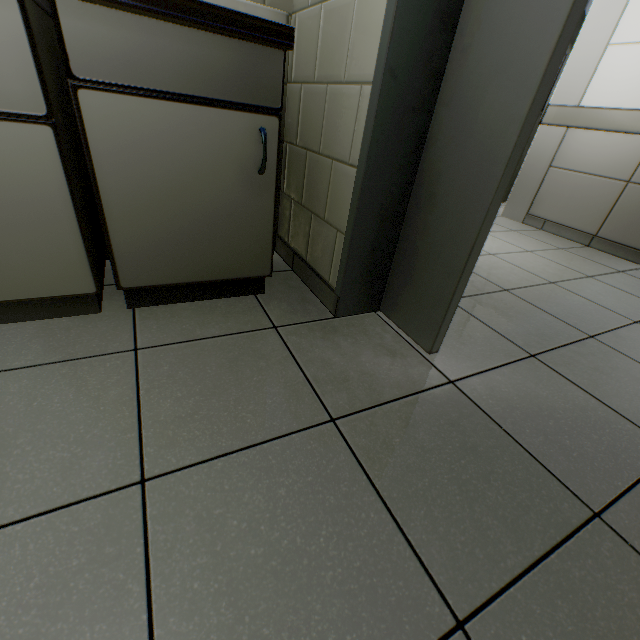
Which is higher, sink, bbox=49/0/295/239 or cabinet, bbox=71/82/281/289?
sink, bbox=49/0/295/239

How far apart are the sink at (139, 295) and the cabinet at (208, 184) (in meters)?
0.01

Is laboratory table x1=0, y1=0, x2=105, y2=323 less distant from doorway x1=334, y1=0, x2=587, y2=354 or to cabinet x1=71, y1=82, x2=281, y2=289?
cabinet x1=71, y1=82, x2=281, y2=289

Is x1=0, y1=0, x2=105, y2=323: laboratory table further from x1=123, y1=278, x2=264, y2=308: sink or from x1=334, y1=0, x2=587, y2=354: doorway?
x1=334, y1=0, x2=587, y2=354: doorway

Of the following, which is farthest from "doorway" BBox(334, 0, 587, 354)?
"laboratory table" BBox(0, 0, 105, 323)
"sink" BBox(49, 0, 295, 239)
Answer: "laboratory table" BBox(0, 0, 105, 323)

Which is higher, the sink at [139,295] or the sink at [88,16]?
the sink at [88,16]

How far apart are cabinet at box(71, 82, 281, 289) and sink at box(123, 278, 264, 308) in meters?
0.0

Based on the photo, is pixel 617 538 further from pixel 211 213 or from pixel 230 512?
pixel 211 213
